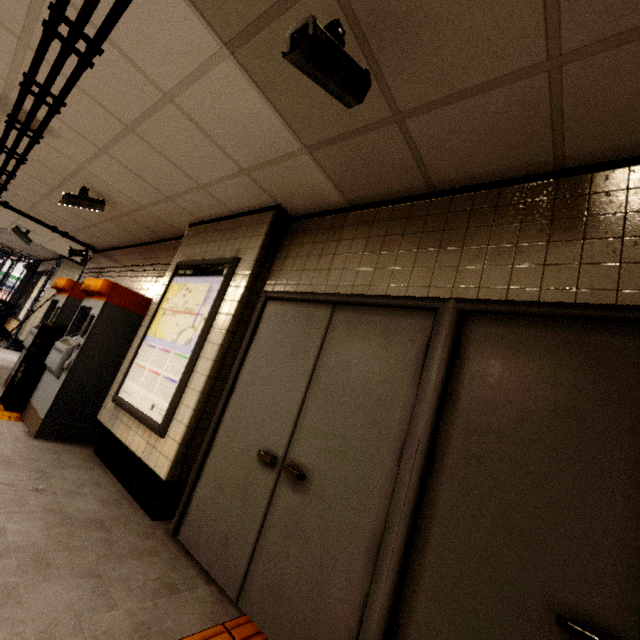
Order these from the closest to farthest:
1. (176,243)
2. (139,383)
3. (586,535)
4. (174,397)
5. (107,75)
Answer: (586,535)
(107,75)
(174,397)
(139,383)
(176,243)

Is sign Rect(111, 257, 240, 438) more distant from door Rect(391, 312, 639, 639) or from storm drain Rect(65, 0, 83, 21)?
door Rect(391, 312, 639, 639)

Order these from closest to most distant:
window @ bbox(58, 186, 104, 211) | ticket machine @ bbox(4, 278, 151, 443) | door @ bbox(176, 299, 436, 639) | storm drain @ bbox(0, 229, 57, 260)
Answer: door @ bbox(176, 299, 436, 639) < ticket machine @ bbox(4, 278, 151, 443) < window @ bbox(58, 186, 104, 211) < storm drain @ bbox(0, 229, 57, 260)

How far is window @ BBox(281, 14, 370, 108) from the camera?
1.36m

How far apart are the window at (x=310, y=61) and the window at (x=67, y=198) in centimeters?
412cm

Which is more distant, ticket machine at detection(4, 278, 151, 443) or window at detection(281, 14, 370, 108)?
ticket machine at detection(4, 278, 151, 443)

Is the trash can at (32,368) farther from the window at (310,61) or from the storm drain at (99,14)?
the window at (310,61)

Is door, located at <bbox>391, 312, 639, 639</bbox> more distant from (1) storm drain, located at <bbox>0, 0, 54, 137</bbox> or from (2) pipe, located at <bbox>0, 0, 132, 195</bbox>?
(2) pipe, located at <bbox>0, 0, 132, 195</bbox>
